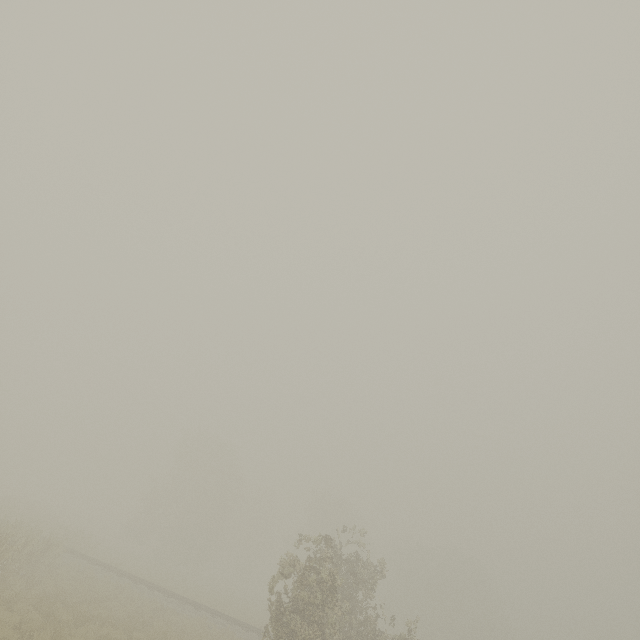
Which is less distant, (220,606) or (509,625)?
(220,606)
